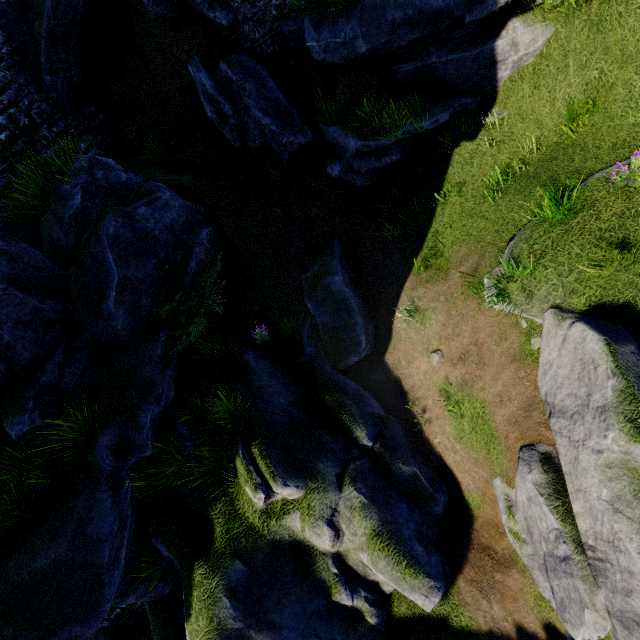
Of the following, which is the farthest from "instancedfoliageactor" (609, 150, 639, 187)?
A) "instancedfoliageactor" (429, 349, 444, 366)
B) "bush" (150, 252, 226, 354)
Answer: "bush" (150, 252, 226, 354)

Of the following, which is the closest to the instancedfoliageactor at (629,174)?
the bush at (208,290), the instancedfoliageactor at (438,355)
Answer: the instancedfoliageactor at (438,355)

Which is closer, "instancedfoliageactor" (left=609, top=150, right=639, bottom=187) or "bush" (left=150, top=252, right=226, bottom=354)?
"instancedfoliageactor" (left=609, top=150, right=639, bottom=187)

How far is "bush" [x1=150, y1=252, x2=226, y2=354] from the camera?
7.1 meters

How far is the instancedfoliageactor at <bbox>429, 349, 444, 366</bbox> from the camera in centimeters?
666cm

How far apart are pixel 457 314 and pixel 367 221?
4.2m

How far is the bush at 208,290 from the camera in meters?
7.1

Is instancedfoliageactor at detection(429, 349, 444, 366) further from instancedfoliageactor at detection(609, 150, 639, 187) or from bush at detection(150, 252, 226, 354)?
bush at detection(150, 252, 226, 354)
